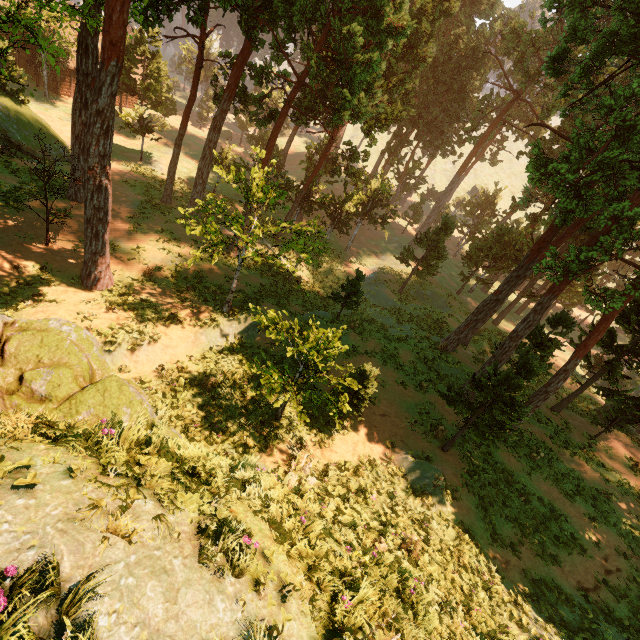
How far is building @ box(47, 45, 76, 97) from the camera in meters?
37.8

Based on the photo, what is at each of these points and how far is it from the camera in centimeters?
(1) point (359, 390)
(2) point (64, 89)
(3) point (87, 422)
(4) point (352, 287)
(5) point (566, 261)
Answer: (1) treerock, 1337cm
(2) building, 3950cm
(3) rock, 528cm
(4) treerock, 1856cm
(5) treerock, 1359cm

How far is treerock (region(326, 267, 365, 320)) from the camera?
18.5 meters

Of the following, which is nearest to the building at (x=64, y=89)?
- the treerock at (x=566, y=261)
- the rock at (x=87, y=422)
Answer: the treerock at (x=566, y=261)

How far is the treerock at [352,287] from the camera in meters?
18.5

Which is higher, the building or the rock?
the rock

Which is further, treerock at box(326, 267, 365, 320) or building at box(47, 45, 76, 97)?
building at box(47, 45, 76, 97)
